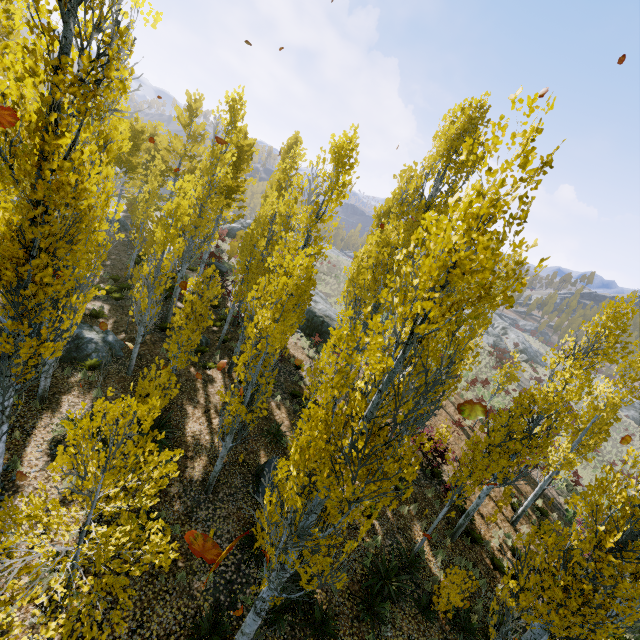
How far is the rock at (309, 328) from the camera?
21.17m

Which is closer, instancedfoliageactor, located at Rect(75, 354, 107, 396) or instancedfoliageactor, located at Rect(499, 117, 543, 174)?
instancedfoliageactor, located at Rect(499, 117, 543, 174)

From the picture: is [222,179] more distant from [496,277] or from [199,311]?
[496,277]

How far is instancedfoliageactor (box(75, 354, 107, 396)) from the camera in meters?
11.0 m

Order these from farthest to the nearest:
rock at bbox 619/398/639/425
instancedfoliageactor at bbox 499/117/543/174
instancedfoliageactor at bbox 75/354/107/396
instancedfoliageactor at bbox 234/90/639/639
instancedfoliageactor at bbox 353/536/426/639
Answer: rock at bbox 619/398/639/425 → instancedfoliageactor at bbox 75/354/107/396 → instancedfoliageactor at bbox 353/536/426/639 → instancedfoliageactor at bbox 234/90/639/639 → instancedfoliageactor at bbox 499/117/543/174

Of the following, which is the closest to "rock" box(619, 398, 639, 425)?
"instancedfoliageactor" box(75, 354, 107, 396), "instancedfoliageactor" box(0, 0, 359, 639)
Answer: "instancedfoliageactor" box(0, 0, 359, 639)

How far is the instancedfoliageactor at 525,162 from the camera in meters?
3.4
